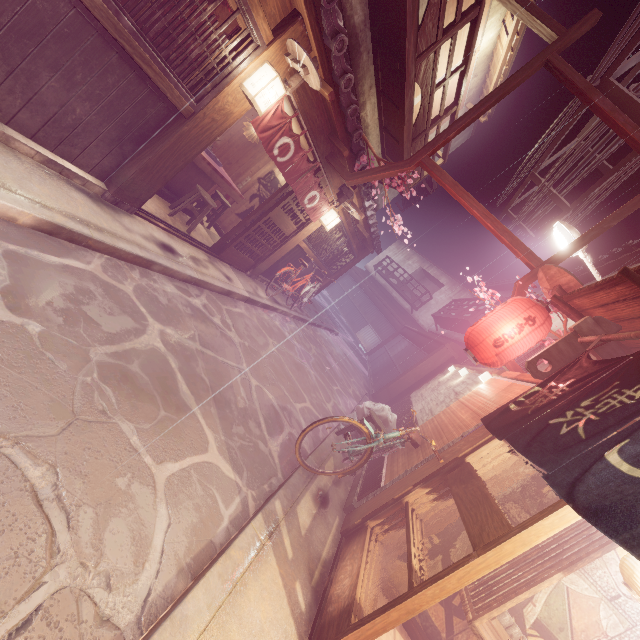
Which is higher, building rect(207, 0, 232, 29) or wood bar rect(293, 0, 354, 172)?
wood bar rect(293, 0, 354, 172)

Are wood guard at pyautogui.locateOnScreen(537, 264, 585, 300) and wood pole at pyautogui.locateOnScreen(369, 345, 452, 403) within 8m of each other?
no

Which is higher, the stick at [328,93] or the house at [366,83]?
the house at [366,83]

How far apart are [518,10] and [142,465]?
16.0 meters

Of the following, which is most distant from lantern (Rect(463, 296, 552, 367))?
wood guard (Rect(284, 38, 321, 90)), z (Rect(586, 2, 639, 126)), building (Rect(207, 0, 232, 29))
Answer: building (Rect(207, 0, 232, 29))

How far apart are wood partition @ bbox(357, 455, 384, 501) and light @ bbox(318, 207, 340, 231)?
9.28m

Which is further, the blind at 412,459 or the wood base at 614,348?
the blind at 412,459

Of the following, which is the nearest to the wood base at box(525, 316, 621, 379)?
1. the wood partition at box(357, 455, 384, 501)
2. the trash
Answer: the wood partition at box(357, 455, 384, 501)
